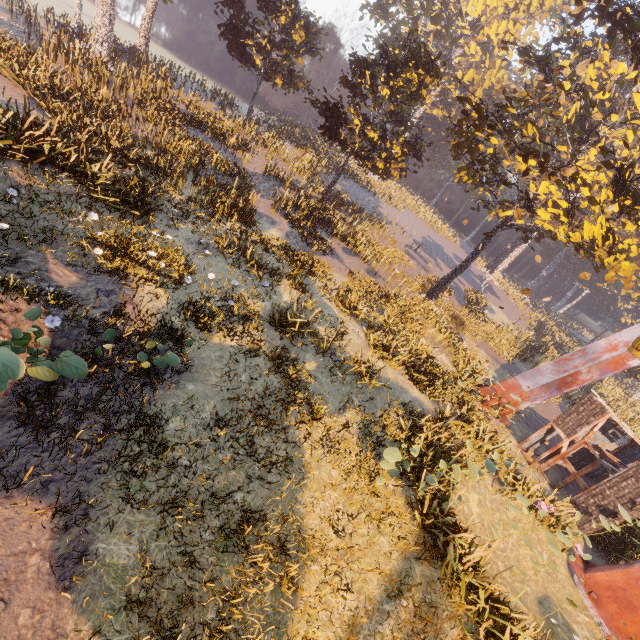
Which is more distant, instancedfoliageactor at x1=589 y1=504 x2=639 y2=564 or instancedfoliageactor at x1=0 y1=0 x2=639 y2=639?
instancedfoliageactor at x1=589 y1=504 x2=639 y2=564

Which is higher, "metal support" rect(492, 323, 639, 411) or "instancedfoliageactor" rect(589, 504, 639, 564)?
"metal support" rect(492, 323, 639, 411)

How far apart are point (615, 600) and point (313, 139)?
46.1 meters

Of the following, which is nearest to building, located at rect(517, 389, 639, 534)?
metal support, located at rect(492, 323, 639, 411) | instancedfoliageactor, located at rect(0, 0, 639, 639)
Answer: instancedfoliageactor, located at rect(0, 0, 639, 639)

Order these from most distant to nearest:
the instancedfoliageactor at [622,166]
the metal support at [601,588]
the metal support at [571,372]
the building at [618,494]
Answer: the metal support at [571,372]
the building at [618,494]
the metal support at [601,588]
the instancedfoliageactor at [622,166]

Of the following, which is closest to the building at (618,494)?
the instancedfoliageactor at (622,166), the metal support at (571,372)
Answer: the instancedfoliageactor at (622,166)

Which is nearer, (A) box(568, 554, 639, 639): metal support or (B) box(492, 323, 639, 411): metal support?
(A) box(568, 554, 639, 639): metal support

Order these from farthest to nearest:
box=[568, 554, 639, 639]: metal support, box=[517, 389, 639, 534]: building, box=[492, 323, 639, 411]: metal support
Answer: box=[492, 323, 639, 411]: metal support → box=[517, 389, 639, 534]: building → box=[568, 554, 639, 639]: metal support
